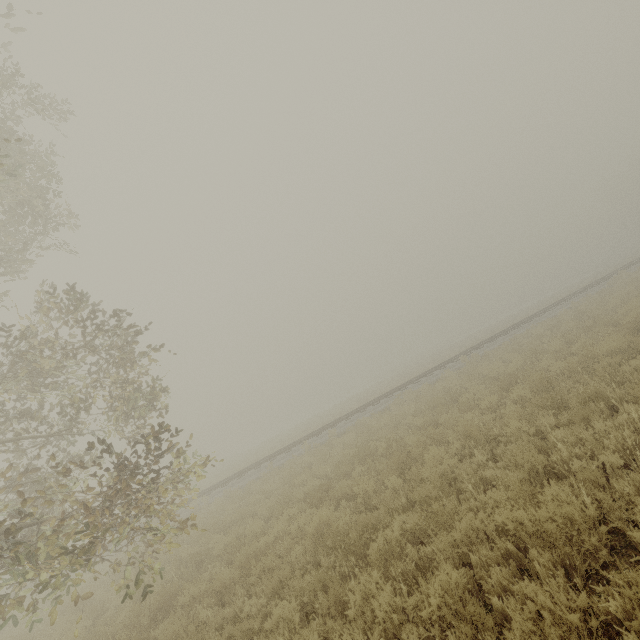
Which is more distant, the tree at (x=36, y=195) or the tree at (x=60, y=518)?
the tree at (x=36, y=195)

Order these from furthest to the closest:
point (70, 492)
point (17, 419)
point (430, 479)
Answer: point (70, 492) < point (17, 419) < point (430, 479)

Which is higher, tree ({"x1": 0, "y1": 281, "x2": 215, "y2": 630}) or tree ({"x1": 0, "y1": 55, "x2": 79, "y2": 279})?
tree ({"x1": 0, "y1": 55, "x2": 79, "y2": 279})

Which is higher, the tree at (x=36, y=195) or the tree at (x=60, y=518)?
the tree at (x=36, y=195)

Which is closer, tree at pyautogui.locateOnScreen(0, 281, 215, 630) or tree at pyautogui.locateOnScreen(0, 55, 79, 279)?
tree at pyautogui.locateOnScreen(0, 281, 215, 630)
